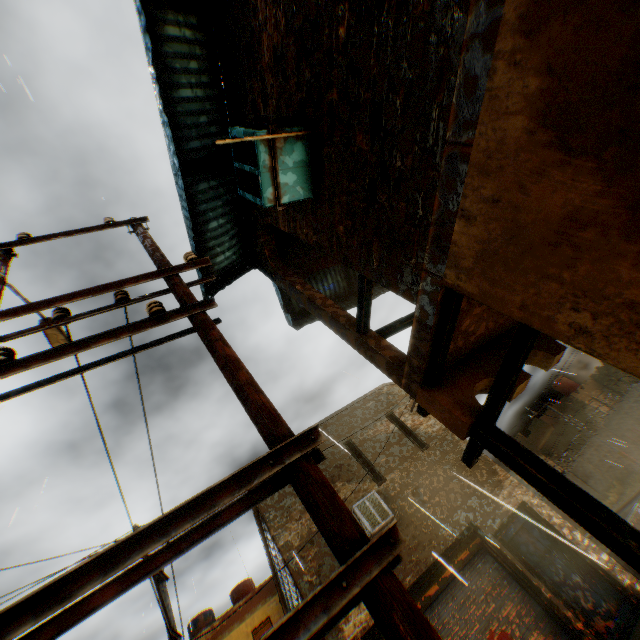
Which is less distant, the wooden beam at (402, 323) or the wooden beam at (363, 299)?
the wooden beam at (363, 299)

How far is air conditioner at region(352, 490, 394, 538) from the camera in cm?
838

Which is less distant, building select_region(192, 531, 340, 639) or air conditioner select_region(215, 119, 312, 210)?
air conditioner select_region(215, 119, 312, 210)

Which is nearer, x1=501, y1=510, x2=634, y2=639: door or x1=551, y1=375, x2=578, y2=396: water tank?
x1=501, y1=510, x2=634, y2=639: door

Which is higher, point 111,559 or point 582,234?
point 111,559

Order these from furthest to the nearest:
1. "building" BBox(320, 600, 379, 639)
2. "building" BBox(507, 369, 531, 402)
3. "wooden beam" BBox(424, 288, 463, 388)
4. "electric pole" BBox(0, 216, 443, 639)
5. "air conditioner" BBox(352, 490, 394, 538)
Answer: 1. "air conditioner" BBox(352, 490, 394, 538)
2. "building" BBox(320, 600, 379, 639)
3. "building" BBox(507, 369, 531, 402)
4. "wooden beam" BBox(424, 288, 463, 388)
5. "electric pole" BBox(0, 216, 443, 639)

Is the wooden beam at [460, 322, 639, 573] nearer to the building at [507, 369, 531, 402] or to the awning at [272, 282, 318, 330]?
the building at [507, 369, 531, 402]

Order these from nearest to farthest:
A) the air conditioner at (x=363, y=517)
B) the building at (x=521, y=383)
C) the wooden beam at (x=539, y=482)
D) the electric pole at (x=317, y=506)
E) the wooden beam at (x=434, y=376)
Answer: the electric pole at (x=317, y=506)
the wooden beam at (x=539, y=482)
the wooden beam at (x=434, y=376)
the building at (x=521, y=383)
the air conditioner at (x=363, y=517)
